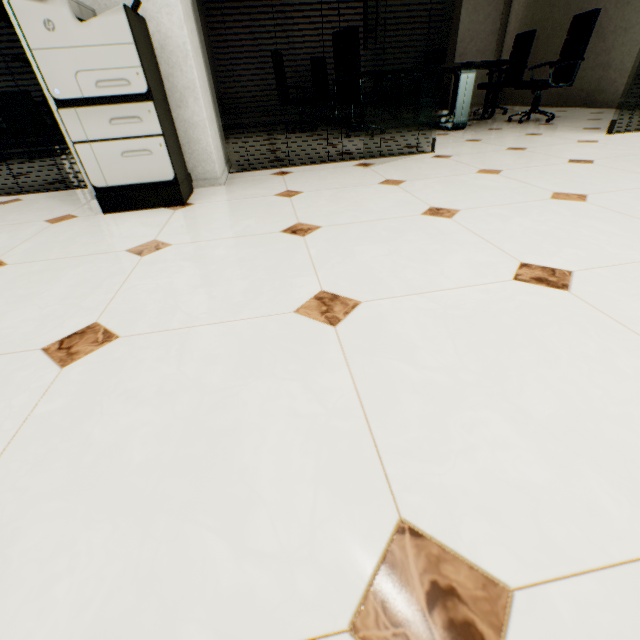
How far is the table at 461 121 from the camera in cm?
407

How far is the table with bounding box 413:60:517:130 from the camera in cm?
407

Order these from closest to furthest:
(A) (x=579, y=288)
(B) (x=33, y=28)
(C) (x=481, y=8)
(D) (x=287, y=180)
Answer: (A) (x=579, y=288)
(B) (x=33, y=28)
(D) (x=287, y=180)
(C) (x=481, y=8)

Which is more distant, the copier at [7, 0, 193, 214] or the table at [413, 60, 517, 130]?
the table at [413, 60, 517, 130]

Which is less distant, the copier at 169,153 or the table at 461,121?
the copier at 169,153
